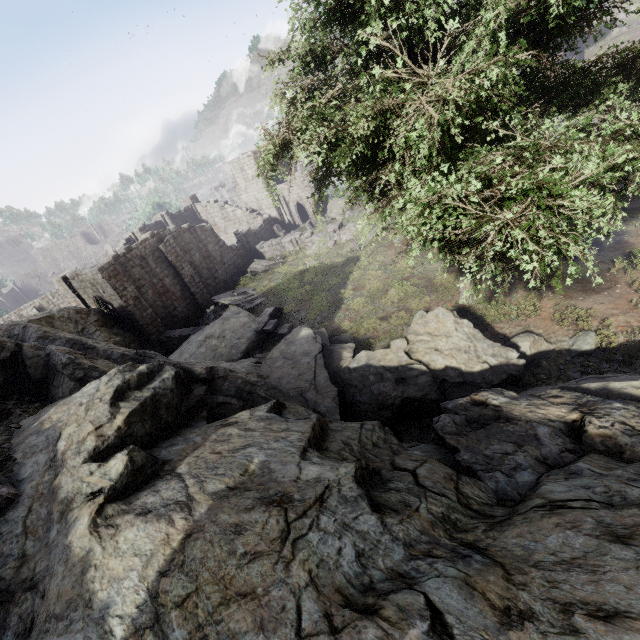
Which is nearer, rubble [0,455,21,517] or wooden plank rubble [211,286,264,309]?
rubble [0,455,21,517]

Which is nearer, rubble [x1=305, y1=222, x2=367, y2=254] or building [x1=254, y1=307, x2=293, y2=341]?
building [x1=254, y1=307, x2=293, y2=341]

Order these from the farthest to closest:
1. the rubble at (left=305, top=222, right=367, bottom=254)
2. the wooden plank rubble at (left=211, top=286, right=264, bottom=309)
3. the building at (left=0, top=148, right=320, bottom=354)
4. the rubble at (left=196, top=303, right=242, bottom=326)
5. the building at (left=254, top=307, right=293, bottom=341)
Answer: the rubble at (left=305, top=222, right=367, bottom=254)
the rubble at (left=196, top=303, right=242, bottom=326)
the wooden plank rubble at (left=211, top=286, right=264, bottom=309)
the building at (left=0, top=148, right=320, bottom=354)
the building at (left=254, top=307, right=293, bottom=341)

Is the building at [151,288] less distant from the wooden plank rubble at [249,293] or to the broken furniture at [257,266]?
the broken furniture at [257,266]

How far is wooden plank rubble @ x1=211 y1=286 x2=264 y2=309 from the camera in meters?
23.5 m

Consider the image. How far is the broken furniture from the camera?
29.4m

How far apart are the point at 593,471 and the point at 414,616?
2.8m

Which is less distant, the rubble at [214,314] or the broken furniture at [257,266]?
the rubble at [214,314]
